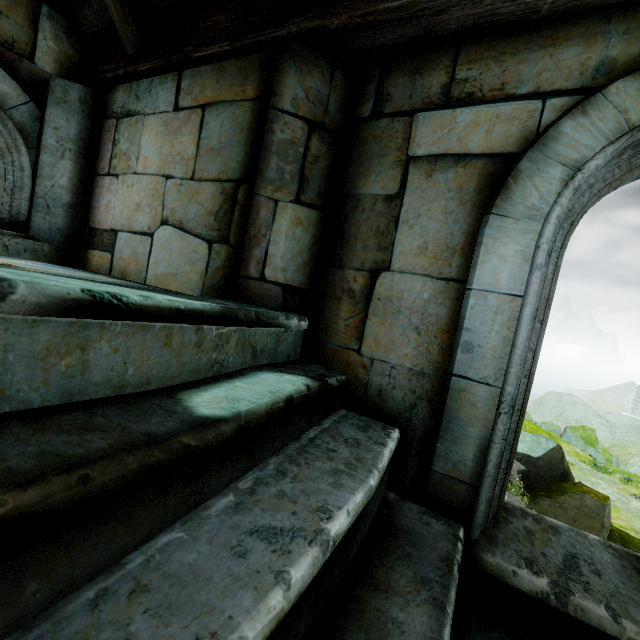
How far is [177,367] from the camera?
1.0m
